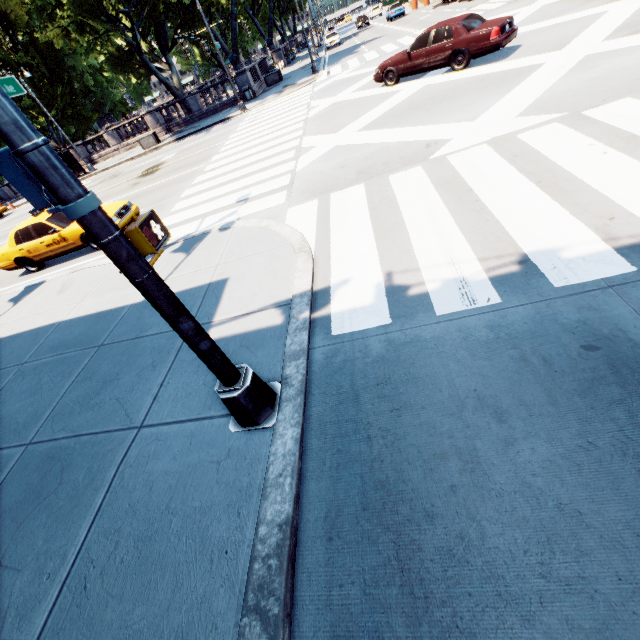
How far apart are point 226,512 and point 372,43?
37.9m

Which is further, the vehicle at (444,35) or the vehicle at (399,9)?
the vehicle at (399,9)

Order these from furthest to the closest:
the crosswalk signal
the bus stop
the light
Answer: the bus stop, the crosswalk signal, the light

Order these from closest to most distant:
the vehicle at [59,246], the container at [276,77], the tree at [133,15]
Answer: the vehicle at [59,246]
the tree at [133,15]
the container at [276,77]

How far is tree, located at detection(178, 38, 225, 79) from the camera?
28.4 meters

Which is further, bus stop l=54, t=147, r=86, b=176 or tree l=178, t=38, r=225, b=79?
tree l=178, t=38, r=225, b=79

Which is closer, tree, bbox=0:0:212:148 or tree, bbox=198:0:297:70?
tree, bbox=0:0:212:148

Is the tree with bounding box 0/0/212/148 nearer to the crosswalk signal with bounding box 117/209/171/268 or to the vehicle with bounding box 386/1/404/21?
the vehicle with bounding box 386/1/404/21
